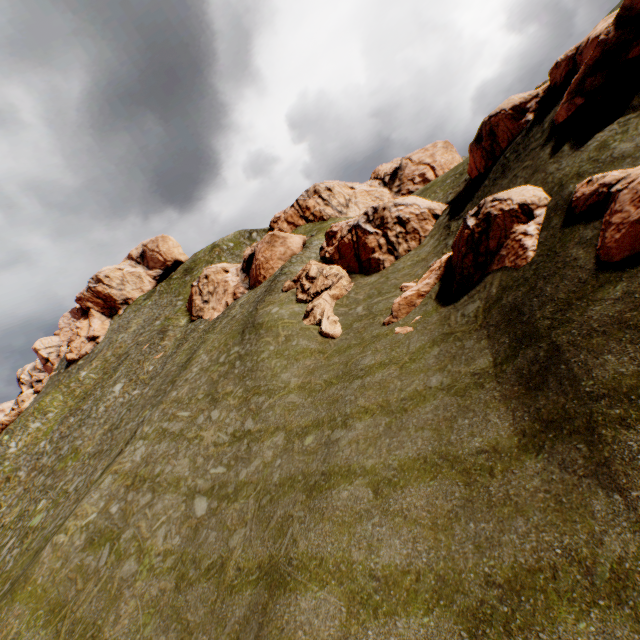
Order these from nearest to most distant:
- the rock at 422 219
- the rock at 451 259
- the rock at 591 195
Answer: the rock at 591 195 < the rock at 451 259 < the rock at 422 219

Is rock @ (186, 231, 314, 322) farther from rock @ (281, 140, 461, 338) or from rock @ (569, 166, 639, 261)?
rock @ (281, 140, 461, 338)

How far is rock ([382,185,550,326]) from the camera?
13.41m

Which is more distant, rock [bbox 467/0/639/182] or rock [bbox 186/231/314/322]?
rock [bbox 186/231/314/322]

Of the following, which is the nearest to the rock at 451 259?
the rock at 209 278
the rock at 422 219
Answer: the rock at 209 278

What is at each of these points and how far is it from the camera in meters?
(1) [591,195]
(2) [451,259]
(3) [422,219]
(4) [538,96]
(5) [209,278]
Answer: (1) rock, 10.9 m
(2) rock, 19.1 m
(3) rock, 29.1 m
(4) rock, 21.2 m
(5) rock, 49.5 m

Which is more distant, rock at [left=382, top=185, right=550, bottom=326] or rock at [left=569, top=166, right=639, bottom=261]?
rock at [left=382, top=185, right=550, bottom=326]
